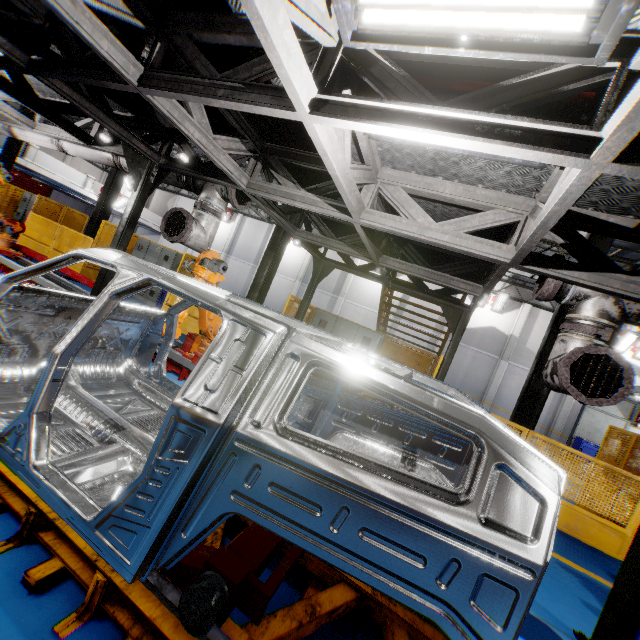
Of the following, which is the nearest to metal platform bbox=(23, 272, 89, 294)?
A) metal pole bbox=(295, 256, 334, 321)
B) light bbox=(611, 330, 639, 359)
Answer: metal pole bbox=(295, 256, 334, 321)

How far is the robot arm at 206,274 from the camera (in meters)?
4.74

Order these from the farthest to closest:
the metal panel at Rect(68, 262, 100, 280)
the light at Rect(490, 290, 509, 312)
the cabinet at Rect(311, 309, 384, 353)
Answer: the light at Rect(490, 290, 509, 312), the metal panel at Rect(68, 262, 100, 280), the cabinet at Rect(311, 309, 384, 353)

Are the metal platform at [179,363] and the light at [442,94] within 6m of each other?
yes

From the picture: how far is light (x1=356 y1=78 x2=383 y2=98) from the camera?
2.6m

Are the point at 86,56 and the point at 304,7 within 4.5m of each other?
yes

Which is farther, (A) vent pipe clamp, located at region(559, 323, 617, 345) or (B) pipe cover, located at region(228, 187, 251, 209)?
(B) pipe cover, located at region(228, 187, 251, 209)

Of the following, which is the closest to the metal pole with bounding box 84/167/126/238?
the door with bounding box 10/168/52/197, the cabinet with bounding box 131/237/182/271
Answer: the cabinet with bounding box 131/237/182/271
